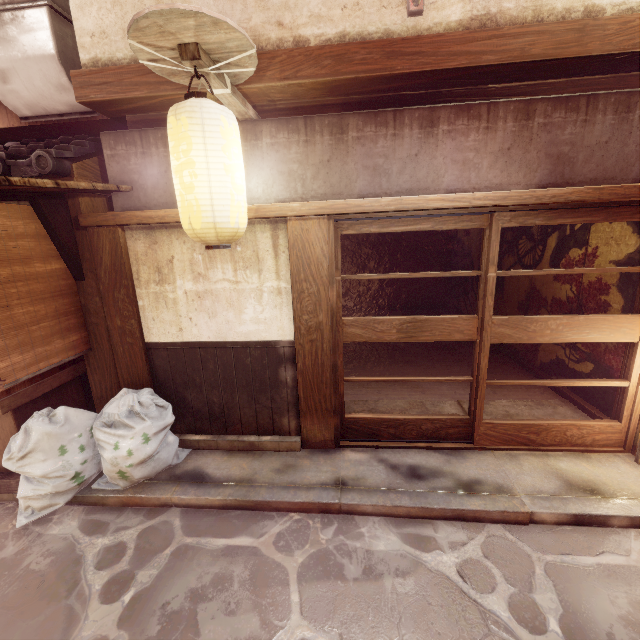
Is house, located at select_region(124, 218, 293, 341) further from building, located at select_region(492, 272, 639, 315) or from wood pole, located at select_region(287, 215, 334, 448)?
building, located at select_region(492, 272, 639, 315)

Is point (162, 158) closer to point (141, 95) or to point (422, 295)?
point (141, 95)

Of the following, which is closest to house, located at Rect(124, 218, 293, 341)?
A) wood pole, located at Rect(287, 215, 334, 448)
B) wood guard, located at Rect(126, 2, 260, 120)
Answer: wood pole, located at Rect(287, 215, 334, 448)

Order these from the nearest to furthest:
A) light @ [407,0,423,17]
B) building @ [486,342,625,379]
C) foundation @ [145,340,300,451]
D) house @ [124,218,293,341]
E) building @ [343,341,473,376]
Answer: light @ [407,0,423,17] → house @ [124,218,293,341] → foundation @ [145,340,300,451] → building @ [486,342,625,379] → building @ [343,341,473,376]

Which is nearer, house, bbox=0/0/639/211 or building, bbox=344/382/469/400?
house, bbox=0/0/639/211

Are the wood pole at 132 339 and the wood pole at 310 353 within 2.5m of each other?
no

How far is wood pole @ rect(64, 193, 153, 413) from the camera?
6.6m

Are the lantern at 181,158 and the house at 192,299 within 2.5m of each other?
yes
